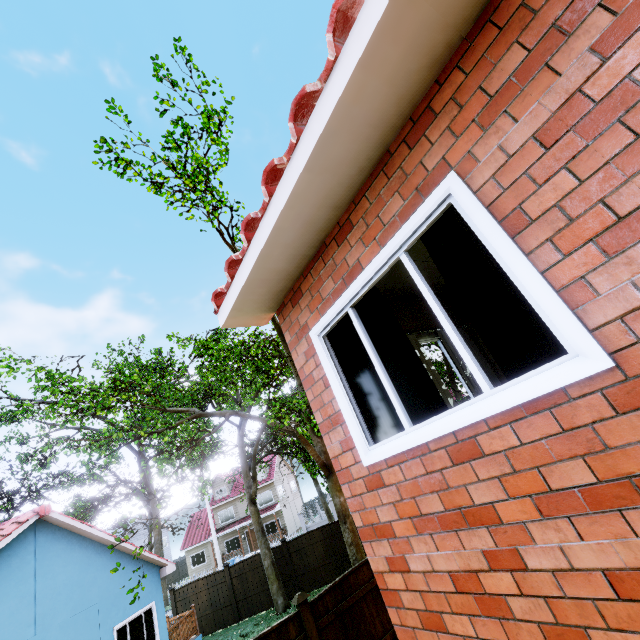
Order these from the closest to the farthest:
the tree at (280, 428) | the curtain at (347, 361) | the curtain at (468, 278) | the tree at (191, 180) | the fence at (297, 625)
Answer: the curtain at (468, 278) < the curtain at (347, 361) < the fence at (297, 625) < the tree at (191, 180) < the tree at (280, 428)

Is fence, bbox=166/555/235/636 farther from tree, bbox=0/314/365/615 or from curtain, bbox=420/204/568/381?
curtain, bbox=420/204/568/381

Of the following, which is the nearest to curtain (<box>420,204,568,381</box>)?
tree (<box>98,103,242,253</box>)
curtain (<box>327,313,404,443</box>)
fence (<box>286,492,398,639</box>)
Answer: curtain (<box>327,313,404,443</box>)

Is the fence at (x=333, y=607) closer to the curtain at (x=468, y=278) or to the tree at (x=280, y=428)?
the tree at (x=280, y=428)

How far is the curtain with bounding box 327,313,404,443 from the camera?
2.85m

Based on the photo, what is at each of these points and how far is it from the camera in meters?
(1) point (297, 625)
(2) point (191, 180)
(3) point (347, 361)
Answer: (1) fence, 6.7 m
(2) tree, 8.8 m
(3) curtain, 3.2 m

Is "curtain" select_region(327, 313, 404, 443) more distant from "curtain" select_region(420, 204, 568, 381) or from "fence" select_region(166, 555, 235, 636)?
"fence" select_region(166, 555, 235, 636)

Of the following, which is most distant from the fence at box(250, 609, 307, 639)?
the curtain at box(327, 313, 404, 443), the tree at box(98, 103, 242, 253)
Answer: the curtain at box(327, 313, 404, 443)
